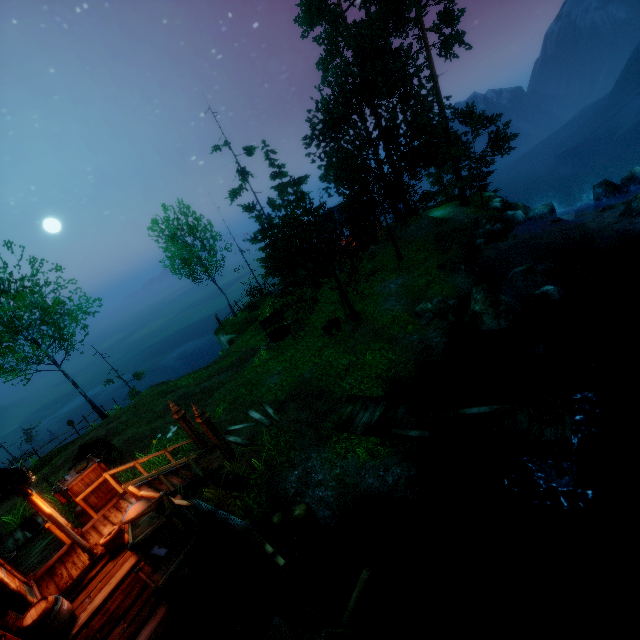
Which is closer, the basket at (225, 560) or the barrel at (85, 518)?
the basket at (225, 560)

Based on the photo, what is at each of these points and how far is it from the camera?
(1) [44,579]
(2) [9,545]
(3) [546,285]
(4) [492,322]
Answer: (1) wooden platform, 8.1 meters
(2) wooden platform, 11.4 meters
(3) rock, 15.0 meters
(4) rock, 13.6 meters

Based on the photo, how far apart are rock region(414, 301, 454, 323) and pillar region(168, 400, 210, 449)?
10.84m

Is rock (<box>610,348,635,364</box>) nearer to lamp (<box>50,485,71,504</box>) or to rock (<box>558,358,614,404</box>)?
rock (<box>558,358,614,404</box>)

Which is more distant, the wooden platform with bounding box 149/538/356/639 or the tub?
the tub

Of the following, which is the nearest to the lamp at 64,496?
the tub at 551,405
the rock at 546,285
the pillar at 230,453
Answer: the pillar at 230,453

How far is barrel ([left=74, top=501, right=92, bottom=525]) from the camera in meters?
10.6 m

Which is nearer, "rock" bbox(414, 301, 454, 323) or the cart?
the cart
